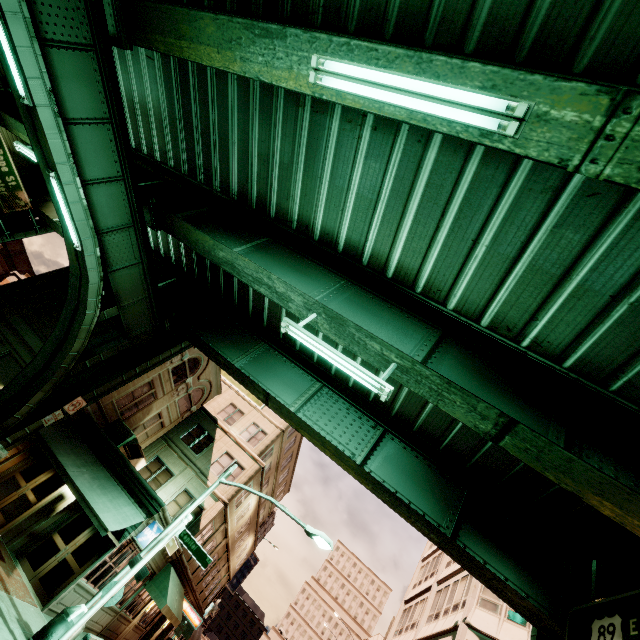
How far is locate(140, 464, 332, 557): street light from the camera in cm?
1174

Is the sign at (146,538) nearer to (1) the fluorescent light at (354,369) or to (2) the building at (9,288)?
(2) the building at (9,288)

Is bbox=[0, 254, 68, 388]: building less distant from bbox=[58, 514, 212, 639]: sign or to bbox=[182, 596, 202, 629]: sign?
bbox=[182, 596, 202, 629]: sign

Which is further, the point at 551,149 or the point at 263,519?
the point at 263,519

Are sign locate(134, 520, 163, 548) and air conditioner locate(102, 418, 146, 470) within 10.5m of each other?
yes

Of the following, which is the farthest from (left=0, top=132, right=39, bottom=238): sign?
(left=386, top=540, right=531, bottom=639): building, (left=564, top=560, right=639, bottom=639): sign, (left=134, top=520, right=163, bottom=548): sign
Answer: (left=386, top=540, right=531, bottom=639): building

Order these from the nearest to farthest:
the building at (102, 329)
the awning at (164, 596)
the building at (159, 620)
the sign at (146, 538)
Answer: the sign at (146, 538)
the building at (159, 620)
the awning at (164, 596)
the building at (102, 329)

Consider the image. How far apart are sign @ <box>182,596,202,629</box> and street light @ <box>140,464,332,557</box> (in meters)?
17.72
